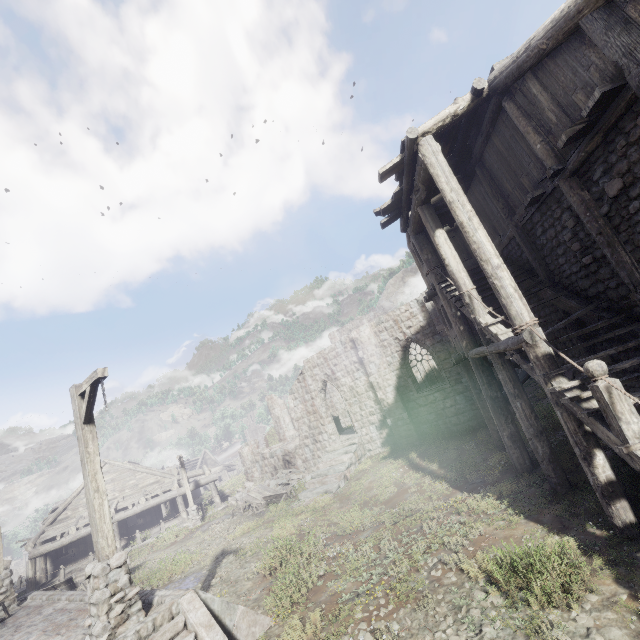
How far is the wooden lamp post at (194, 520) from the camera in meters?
21.5 m

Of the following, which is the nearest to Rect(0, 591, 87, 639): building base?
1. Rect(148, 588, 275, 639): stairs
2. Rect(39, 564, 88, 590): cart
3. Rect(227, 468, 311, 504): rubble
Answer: Rect(148, 588, 275, 639): stairs

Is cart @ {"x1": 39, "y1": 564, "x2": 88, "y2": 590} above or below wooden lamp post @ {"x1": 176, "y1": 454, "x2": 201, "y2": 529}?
above

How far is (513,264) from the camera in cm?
1029

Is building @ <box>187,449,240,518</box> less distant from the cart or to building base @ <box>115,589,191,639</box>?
the cart

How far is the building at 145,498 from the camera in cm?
2227

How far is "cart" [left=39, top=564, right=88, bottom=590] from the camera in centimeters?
1422cm

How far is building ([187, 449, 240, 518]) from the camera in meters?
24.4
